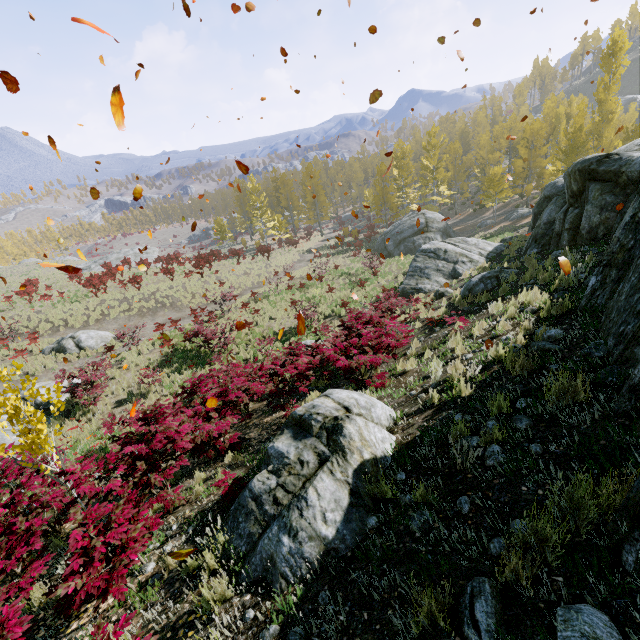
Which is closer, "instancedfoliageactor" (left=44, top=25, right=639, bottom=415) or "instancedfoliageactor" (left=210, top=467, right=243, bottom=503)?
"instancedfoliageactor" (left=210, top=467, right=243, bottom=503)

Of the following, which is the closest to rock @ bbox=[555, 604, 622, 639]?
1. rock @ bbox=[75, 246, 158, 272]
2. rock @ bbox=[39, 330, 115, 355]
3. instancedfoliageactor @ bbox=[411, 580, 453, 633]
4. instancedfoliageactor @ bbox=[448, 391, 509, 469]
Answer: instancedfoliageactor @ bbox=[411, 580, 453, 633]

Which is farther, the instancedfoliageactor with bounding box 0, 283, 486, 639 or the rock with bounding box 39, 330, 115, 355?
the rock with bounding box 39, 330, 115, 355

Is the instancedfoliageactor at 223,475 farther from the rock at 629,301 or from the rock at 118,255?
the rock at 118,255

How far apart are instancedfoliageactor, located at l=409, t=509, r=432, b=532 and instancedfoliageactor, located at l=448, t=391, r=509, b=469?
0.9m

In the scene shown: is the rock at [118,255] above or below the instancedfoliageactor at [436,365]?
below

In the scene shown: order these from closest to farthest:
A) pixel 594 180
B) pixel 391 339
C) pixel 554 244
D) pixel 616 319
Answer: pixel 616 319 < pixel 391 339 < pixel 594 180 < pixel 554 244

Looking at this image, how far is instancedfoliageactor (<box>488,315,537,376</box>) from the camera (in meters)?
4.57
